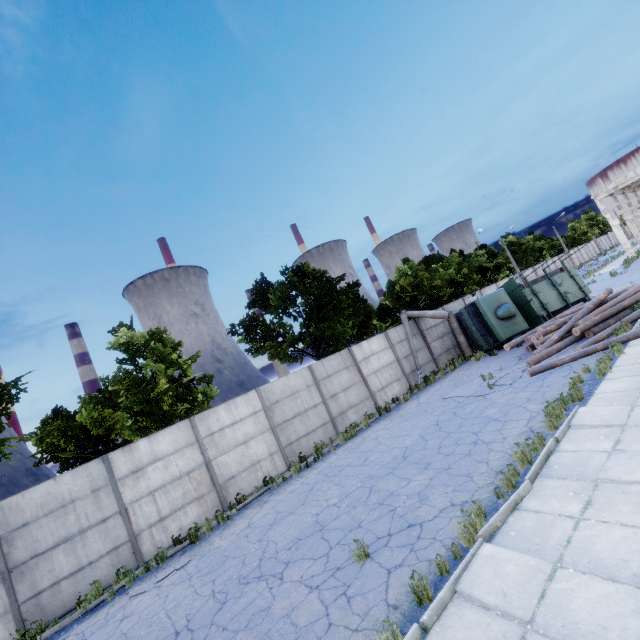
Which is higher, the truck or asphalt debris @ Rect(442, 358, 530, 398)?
the truck

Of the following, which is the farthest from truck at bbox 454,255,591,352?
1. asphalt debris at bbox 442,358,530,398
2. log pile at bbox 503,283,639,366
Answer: asphalt debris at bbox 442,358,530,398

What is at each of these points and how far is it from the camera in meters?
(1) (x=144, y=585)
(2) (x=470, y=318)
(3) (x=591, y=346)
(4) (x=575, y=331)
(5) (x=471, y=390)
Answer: (1) asphalt debris, 8.9
(2) truck, 19.6
(3) log, 11.5
(4) log pile, 13.5
(5) asphalt debris, 13.5

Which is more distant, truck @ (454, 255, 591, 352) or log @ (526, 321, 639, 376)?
truck @ (454, 255, 591, 352)

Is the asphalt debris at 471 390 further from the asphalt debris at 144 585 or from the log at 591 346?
the asphalt debris at 144 585

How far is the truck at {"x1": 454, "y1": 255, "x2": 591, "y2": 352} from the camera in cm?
1814

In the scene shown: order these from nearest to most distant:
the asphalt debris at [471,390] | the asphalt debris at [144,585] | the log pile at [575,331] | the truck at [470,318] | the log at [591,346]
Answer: the asphalt debris at [144,585]
the log at [591,346]
the asphalt debris at [471,390]
the log pile at [575,331]
the truck at [470,318]

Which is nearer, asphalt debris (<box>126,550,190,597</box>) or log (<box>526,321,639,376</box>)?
asphalt debris (<box>126,550,190,597</box>)
